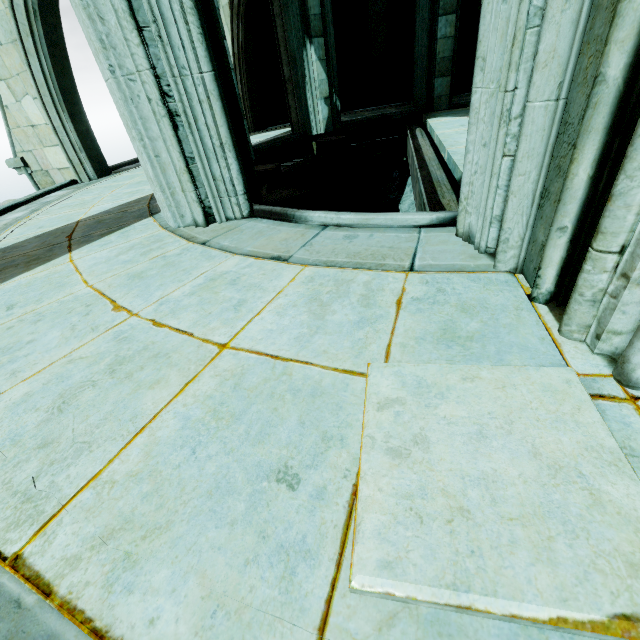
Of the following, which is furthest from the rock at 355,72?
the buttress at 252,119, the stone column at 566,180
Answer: the stone column at 566,180

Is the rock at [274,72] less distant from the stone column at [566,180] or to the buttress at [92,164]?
the buttress at [92,164]

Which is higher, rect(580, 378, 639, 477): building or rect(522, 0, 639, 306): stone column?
rect(522, 0, 639, 306): stone column

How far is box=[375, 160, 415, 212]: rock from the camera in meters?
9.0 m

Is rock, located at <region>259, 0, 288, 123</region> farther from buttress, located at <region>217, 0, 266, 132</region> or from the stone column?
the stone column

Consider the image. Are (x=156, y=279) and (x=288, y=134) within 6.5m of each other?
no

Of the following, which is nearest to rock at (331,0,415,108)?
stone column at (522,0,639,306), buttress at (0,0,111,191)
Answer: buttress at (0,0,111,191)

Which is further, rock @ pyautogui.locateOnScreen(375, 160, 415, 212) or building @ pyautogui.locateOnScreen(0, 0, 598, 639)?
rock @ pyautogui.locateOnScreen(375, 160, 415, 212)
